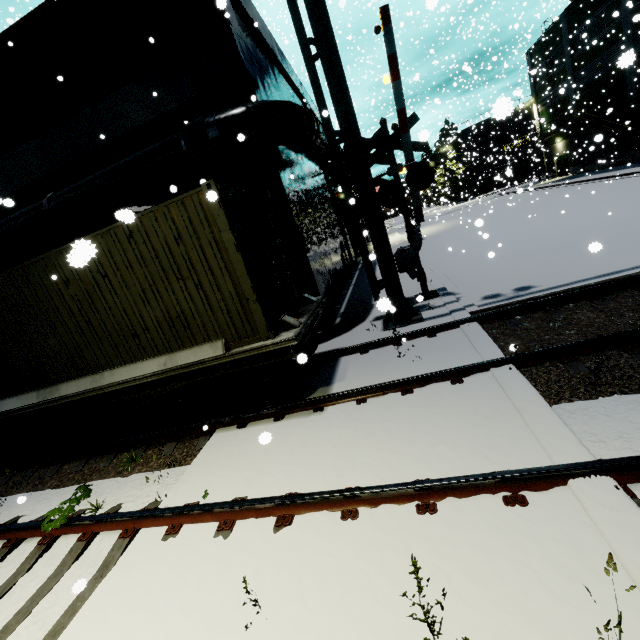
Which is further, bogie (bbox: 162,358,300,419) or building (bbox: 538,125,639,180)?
building (bbox: 538,125,639,180)

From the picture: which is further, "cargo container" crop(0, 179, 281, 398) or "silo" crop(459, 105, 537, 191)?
"silo" crop(459, 105, 537, 191)

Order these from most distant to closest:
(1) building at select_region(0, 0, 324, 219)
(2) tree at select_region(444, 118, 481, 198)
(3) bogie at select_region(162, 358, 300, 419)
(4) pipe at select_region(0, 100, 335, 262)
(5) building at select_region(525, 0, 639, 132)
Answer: (2) tree at select_region(444, 118, 481, 198) < (5) building at select_region(525, 0, 639, 132) < (1) building at select_region(0, 0, 324, 219) < (4) pipe at select_region(0, 100, 335, 262) < (3) bogie at select_region(162, 358, 300, 419)

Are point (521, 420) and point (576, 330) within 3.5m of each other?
yes

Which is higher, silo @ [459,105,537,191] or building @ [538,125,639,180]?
silo @ [459,105,537,191]

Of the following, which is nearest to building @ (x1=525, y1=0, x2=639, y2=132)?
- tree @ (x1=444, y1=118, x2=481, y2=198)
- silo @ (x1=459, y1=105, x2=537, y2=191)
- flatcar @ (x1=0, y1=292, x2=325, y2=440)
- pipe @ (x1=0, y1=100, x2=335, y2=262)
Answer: pipe @ (x1=0, y1=100, x2=335, y2=262)

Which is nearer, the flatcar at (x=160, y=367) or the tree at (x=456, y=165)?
the flatcar at (x=160, y=367)

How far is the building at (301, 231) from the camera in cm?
906
